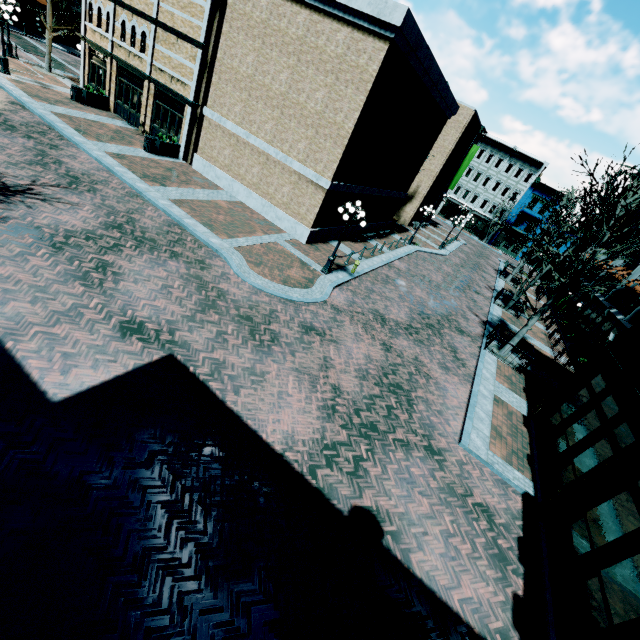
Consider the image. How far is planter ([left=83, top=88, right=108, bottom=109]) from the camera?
20.9m

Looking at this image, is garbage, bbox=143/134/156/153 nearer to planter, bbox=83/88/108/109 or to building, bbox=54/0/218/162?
building, bbox=54/0/218/162

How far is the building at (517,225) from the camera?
49.0m

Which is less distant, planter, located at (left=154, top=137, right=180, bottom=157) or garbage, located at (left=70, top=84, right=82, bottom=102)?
planter, located at (left=154, top=137, right=180, bottom=157)

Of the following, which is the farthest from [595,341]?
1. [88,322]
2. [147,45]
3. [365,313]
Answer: [147,45]

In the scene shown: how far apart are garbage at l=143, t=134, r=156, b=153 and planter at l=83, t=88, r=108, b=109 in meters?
6.8 m

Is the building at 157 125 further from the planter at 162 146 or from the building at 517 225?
the building at 517 225

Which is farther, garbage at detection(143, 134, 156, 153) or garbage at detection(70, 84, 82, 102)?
garbage at detection(70, 84, 82, 102)
